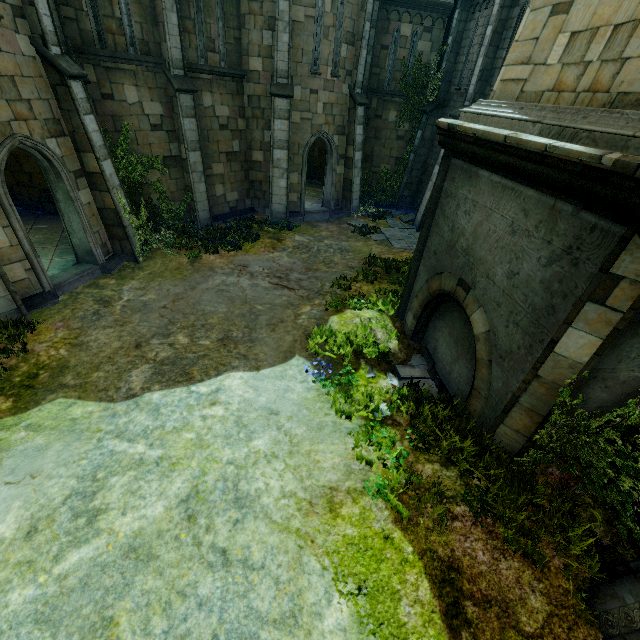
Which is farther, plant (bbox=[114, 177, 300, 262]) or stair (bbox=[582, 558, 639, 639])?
plant (bbox=[114, 177, 300, 262])

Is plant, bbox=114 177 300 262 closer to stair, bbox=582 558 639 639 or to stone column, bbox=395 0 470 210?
stone column, bbox=395 0 470 210

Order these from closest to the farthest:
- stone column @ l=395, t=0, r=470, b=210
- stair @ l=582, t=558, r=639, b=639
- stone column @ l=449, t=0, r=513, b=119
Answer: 1. stair @ l=582, t=558, r=639, b=639
2. stone column @ l=449, t=0, r=513, b=119
3. stone column @ l=395, t=0, r=470, b=210

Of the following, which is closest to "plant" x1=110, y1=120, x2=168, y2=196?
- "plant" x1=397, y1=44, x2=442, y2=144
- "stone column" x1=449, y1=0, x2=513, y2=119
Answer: "stone column" x1=449, y1=0, x2=513, y2=119

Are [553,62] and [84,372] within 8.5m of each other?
no

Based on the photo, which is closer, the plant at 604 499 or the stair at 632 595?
the stair at 632 595

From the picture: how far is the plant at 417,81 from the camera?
16.12m

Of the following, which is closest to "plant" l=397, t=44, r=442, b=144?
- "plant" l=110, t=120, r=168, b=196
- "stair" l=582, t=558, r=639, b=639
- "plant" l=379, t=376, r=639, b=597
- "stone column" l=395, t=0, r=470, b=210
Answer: "stone column" l=395, t=0, r=470, b=210
